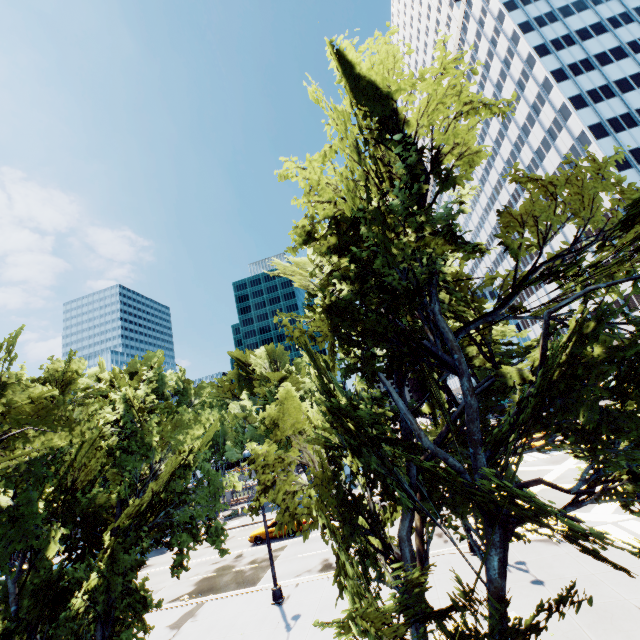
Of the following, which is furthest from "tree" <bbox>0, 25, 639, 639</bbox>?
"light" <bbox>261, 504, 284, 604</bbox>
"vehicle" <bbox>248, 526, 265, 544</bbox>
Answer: "vehicle" <bbox>248, 526, 265, 544</bbox>

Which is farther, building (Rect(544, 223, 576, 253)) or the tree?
building (Rect(544, 223, 576, 253))

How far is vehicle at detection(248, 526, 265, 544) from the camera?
26.4m

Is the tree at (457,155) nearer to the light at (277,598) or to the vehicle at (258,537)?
the light at (277,598)

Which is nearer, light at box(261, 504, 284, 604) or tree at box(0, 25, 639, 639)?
tree at box(0, 25, 639, 639)

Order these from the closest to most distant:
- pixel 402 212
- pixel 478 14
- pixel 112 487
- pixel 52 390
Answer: pixel 402 212, pixel 52 390, pixel 112 487, pixel 478 14

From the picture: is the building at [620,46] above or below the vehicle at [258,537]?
above

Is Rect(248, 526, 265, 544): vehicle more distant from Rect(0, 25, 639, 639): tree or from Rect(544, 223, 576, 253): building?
Rect(544, 223, 576, 253): building
